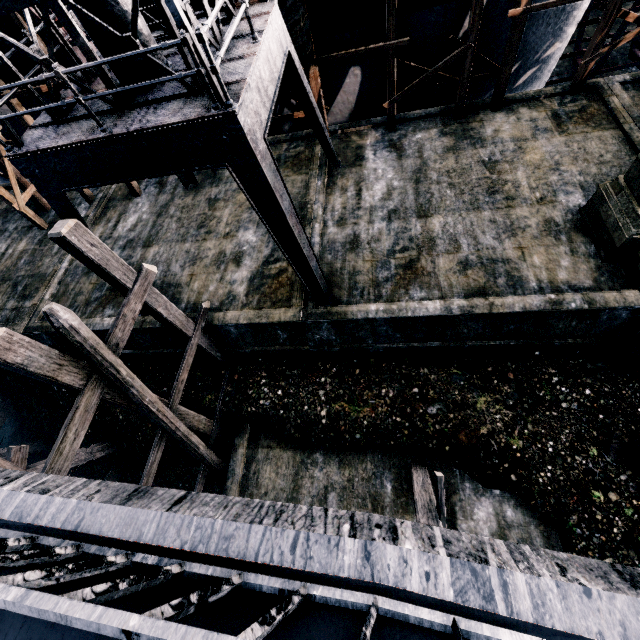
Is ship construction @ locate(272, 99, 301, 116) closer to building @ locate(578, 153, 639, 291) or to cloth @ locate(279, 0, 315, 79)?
cloth @ locate(279, 0, 315, 79)

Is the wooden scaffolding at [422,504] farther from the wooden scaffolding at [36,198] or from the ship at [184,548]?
the wooden scaffolding at [36,198]

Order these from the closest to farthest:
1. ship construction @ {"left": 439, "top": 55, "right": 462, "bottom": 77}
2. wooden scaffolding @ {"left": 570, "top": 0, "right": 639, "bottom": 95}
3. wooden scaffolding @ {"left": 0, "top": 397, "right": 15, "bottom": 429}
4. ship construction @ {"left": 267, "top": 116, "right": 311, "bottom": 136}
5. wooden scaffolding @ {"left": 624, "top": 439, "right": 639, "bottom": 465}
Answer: wooden scaffolding @ {"left": 624, "top": 439, "right": 639, "bottom": 465} → wooden scaffolding @ {"left": 570, "top": 0, "right": 639, "bottom": 95} → ship construction @ {"left": 439, "top": 55, "right": 462, "bottom": 77} → ship construction @ {"left": 267, "top": 116, "right": 311, "bottom": 136} → wooden scaffolding @ {"left": 0, "top": 397, "right": 15, "bottom": 429}

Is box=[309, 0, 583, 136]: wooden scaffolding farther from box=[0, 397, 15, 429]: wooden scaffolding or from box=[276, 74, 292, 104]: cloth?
box=[0, 397, 15, 429]: wooden scaffolding

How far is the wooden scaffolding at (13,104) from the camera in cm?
1309

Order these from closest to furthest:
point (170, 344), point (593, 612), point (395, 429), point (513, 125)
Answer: point (593, 612) → point (395, 429) → point (170, 344) → point (513, 125)

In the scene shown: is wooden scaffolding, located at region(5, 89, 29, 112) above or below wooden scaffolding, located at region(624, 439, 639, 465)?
above

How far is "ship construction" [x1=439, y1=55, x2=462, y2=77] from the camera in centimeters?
1399cm
